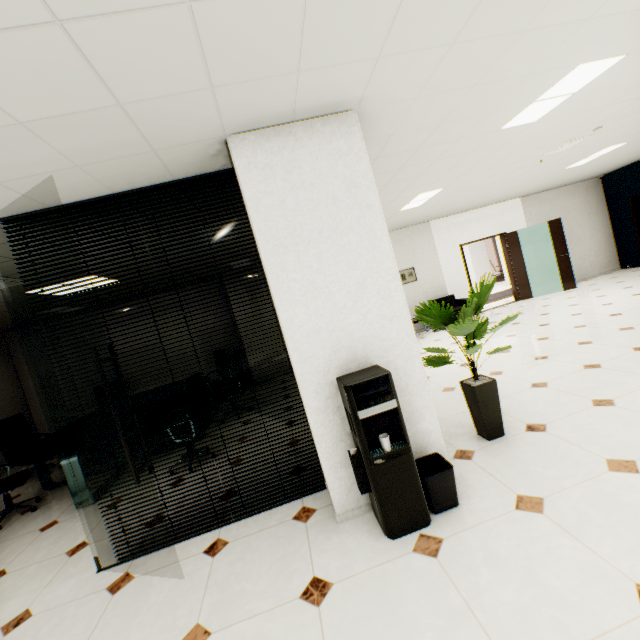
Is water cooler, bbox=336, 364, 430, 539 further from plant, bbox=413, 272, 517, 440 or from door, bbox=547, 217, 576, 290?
door, bbox=547, 217, 576, 290

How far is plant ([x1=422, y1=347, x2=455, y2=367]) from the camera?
2.99m

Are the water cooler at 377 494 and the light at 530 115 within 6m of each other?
yes

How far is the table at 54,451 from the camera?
4.0 meters

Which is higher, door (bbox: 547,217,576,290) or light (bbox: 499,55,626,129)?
light (bbox: 499,55,626,129)

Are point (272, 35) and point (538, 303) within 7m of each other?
no

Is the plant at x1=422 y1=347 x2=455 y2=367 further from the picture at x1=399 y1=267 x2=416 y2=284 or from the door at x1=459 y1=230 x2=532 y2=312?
the door at x1=459 y1=230 x2=532 y2=312

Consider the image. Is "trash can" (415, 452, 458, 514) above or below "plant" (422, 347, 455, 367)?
below
